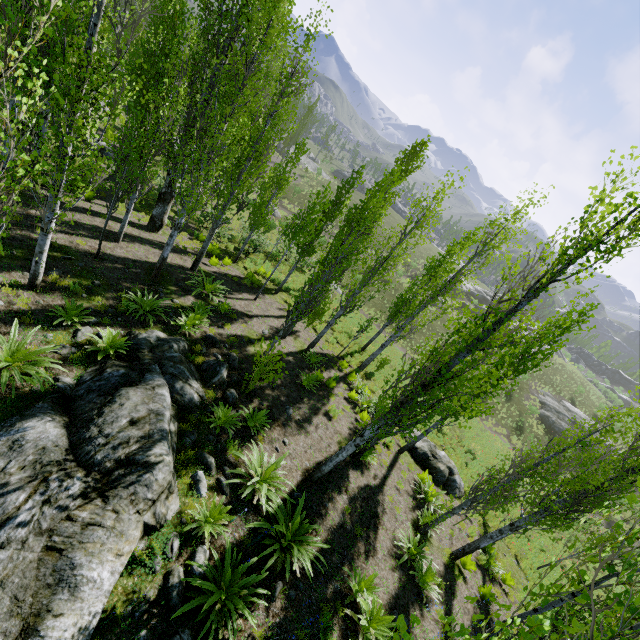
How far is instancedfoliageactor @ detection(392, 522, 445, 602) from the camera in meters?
8.7

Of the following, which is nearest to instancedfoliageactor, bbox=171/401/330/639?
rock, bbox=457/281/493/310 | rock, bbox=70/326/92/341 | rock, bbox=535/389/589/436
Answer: rock, bbox=70/326/92/341

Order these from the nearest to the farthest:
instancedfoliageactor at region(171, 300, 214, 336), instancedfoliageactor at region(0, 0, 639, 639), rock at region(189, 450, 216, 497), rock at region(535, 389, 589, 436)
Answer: instancedfoliageactor at region(0, 0, 639, 639)
rock at region(189, 450, 216, 497)
instancedfoliageactor at region(171, 300, 214, 336)
rock at region(535, 389, 589, 436)

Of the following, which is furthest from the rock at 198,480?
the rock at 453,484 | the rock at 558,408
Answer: the rock at 558,408

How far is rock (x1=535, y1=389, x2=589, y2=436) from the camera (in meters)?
35.78

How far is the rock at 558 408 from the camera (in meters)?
35.78

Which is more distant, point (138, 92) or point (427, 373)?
point (138, 92)

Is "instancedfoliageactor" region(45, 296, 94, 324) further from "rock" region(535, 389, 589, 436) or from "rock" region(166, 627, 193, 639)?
"rock" region(535, 389, 589, 436)
